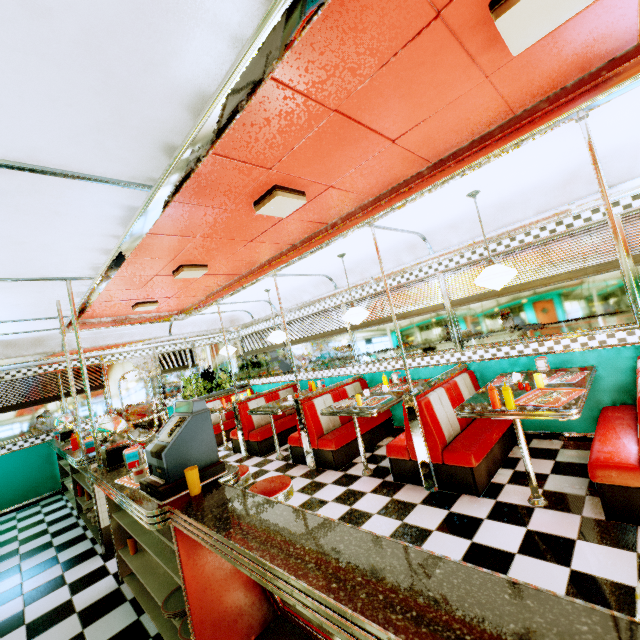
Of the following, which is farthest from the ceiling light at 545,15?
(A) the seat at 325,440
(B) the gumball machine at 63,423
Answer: (B) the gumball machine at 63,423

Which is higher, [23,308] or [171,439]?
[23,308]

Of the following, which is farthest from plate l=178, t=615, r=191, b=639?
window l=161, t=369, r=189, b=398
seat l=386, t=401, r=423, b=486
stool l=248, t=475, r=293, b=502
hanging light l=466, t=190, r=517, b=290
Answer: window l=161, t=369, r=189, b=398

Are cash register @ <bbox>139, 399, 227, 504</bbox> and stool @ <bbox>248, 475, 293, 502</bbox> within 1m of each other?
yes

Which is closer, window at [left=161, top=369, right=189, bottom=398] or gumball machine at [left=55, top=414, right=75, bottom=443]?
gumball machine at [left=55, top=414, right=75, bottom=443]

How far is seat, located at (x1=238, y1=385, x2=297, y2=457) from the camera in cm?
612

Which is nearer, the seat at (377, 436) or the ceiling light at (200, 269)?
the ceiling light at (200, 269)

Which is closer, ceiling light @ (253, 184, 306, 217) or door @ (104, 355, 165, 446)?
ceiling light @ (253, 184, 306, 217)
